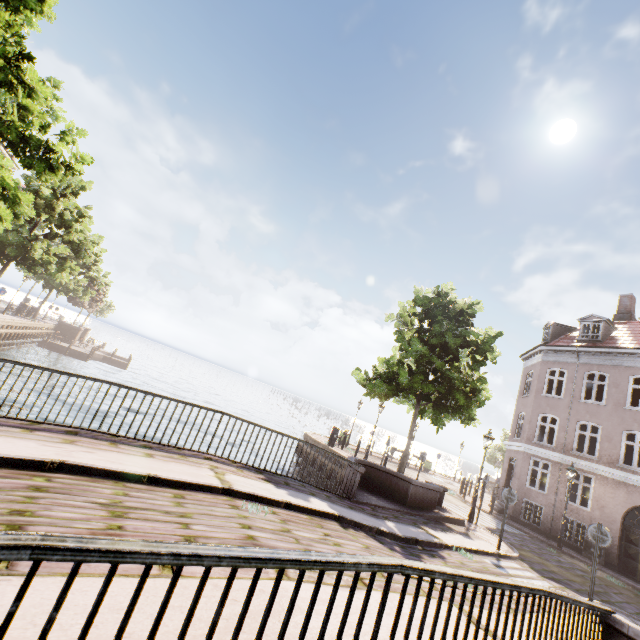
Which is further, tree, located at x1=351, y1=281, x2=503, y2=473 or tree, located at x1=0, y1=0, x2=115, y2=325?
tree, located at x1=351, y1=281, x2=503, y2=473

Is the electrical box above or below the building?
below

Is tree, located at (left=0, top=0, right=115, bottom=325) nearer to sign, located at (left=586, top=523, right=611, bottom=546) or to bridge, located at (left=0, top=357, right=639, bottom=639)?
bridge, located at (left=0, top=357, right=639, bottom=639)

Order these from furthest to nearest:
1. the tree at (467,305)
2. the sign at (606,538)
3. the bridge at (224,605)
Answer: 1. the tree at (467,305)
2. the sign at (606,538)
3. the bridge at (224,605)

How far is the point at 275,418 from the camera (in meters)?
52.81

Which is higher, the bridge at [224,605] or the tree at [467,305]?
the tree at [467,305]

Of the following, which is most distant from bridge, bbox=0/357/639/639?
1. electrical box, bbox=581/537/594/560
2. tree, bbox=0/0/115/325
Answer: electrical box, bbox=581/537/594/560
